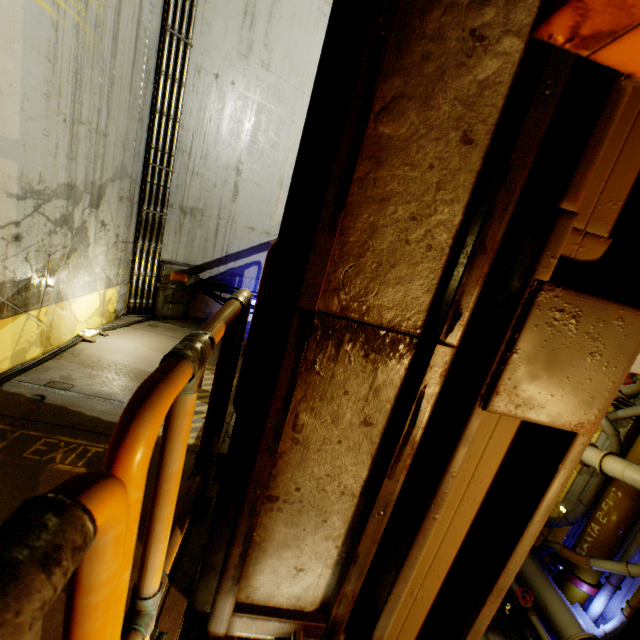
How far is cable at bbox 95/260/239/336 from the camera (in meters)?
4.42

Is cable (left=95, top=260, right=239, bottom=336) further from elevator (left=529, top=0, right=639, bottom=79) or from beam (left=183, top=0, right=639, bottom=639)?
beam (left=183, top=0, right=639, bottom=639)

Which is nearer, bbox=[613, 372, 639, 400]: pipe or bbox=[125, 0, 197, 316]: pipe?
bbox=[125, 0, 197, 316]: pipe

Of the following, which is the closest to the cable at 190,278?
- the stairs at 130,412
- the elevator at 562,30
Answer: the stairs at 130,412

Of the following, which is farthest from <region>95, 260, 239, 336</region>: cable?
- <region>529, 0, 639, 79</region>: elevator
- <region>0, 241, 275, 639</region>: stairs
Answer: <region>529, 0, 639, 79</region>: elevator

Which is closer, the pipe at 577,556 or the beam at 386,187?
the beam at 386,187

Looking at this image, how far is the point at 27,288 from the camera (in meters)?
2.67

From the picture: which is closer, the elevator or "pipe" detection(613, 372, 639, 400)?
the elevator
